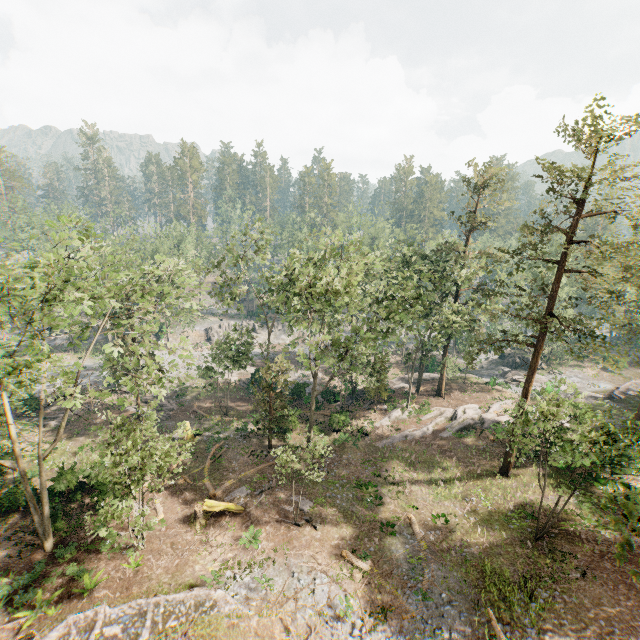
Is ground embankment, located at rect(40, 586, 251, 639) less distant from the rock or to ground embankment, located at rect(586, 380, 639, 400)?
ground embankment, located at rect(586, 380, 639, 400)

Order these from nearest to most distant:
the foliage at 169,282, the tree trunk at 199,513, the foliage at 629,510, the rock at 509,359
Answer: the foliage at 629,510 < the foliage at 169,282 < the tree trunk at 199,513 < the rock at 509,359

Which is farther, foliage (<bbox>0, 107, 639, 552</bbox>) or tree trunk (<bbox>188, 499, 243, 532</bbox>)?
tree trunk (<bbox>188, 499, 243, 532</bbox>)

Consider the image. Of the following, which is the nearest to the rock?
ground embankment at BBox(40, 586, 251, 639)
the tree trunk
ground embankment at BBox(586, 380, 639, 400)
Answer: ground embankment at BBox(586, 380, 639, 400)

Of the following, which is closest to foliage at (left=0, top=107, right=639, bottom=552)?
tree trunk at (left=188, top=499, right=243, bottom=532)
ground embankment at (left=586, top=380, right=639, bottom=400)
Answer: ground embankment at (left=586, top=380, right=639, bottom=400)

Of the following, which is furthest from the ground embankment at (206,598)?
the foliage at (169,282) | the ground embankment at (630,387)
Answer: the ground embankment at (630,387)

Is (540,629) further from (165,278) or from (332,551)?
(165,278)

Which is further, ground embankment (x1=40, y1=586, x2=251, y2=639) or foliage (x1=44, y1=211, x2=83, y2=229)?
ground embankment (x1=40, y1=586, x2=251, y2=639)
